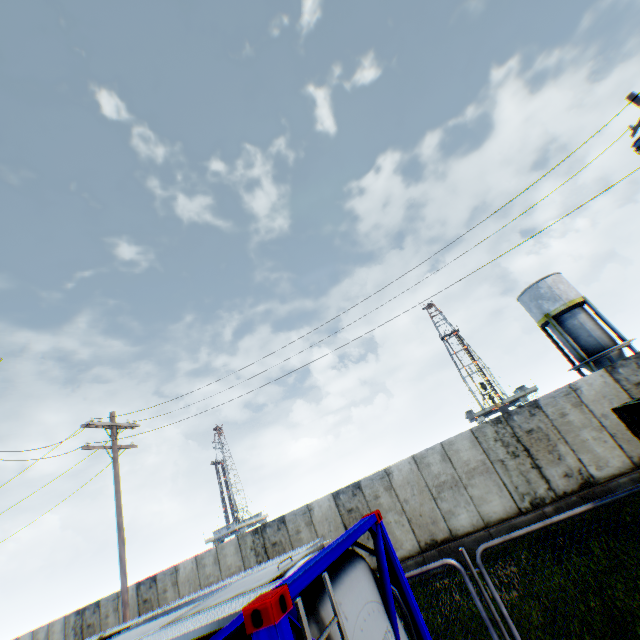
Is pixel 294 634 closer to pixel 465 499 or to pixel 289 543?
pixel 465 499

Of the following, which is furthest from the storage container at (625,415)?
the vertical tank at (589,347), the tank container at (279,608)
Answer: the vertical tank at (589,347)

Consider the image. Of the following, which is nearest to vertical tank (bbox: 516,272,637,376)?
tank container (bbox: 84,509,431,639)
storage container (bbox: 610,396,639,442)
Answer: storage container (bbox: 610,396,639,442)

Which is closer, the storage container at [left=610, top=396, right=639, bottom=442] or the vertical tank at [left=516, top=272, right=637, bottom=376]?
the storage container at [left=610, top=396, right=639, bottom=442]

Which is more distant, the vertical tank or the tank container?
the vertical tank

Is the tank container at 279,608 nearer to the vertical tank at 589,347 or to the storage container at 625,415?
the storage container at 625,415
